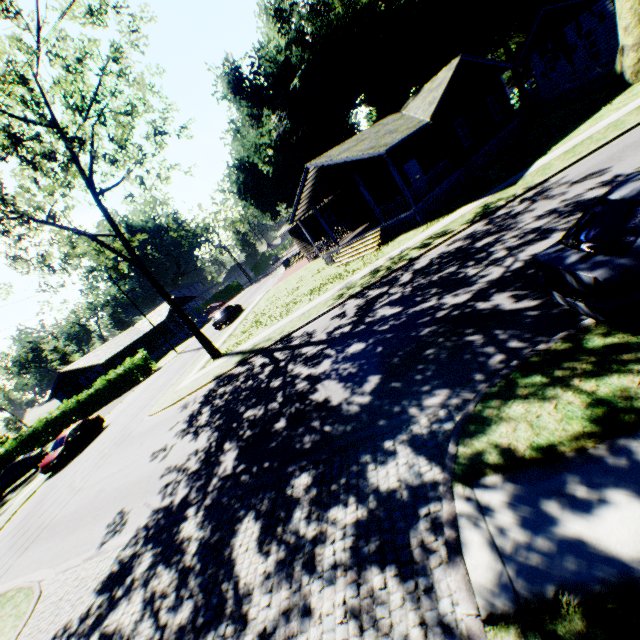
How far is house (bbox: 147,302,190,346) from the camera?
51.5 meters

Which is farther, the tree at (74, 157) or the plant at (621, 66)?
the plant at (621, 66)

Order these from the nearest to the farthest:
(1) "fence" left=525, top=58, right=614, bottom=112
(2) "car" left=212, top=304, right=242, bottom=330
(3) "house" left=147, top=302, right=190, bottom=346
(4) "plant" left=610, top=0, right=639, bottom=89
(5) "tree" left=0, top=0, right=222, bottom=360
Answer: (5) "tree" left=0, top=0, right=222, bottom=360 → (4) "plant" left=610, top=0, right=639, bottom=89 → (1) "fence" left=525, top=58, right=614, bottom=112 → (2) "car" left=212, top=304, right=242, bottom=330 → (3) "house" left=147, top=302, right=190, bottom=346

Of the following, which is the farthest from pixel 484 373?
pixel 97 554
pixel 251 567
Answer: pixel 97 554

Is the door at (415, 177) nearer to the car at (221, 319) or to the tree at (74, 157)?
the tree at (74, 157)

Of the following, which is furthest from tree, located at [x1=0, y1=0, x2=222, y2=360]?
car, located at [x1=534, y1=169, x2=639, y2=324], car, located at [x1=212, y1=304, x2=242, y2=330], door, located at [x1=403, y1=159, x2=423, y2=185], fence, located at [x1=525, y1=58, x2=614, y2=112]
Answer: fence, located at [x1=525, y1=58, x2=614, y2=112]

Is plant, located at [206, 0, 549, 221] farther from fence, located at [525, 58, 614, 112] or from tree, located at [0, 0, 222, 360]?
tree, located at [0, 0, 222, 360]
